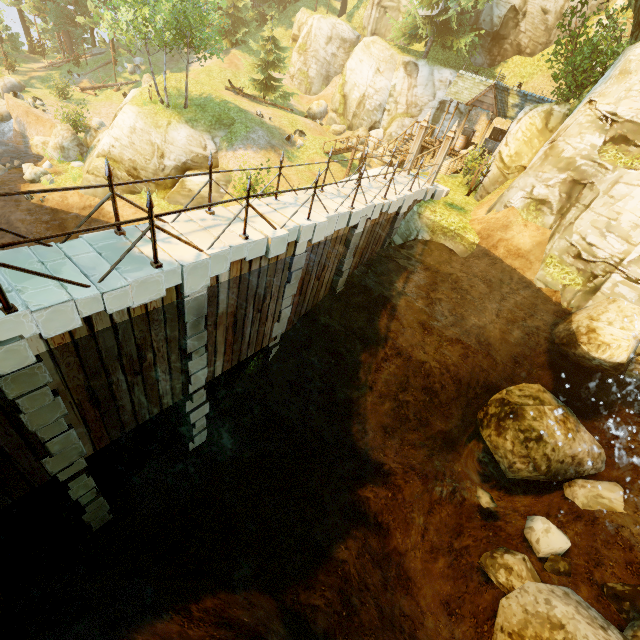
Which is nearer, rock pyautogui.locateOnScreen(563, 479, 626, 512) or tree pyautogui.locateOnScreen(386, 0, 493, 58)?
rock pyautogui.locateOnScreen(563, 479, 626, 512)

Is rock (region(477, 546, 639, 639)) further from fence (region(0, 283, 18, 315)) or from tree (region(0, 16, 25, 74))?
tree (region(0, 16, 25, 74))

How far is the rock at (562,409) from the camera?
11.1m

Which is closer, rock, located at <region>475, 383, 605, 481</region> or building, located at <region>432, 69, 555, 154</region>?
rock, located at <region>475, 383, 605, 481</region>

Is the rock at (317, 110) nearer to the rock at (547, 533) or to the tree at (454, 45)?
the tree at (454, 45)

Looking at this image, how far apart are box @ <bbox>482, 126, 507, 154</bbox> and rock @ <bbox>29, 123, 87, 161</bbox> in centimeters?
3068cm

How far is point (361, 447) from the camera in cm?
1265

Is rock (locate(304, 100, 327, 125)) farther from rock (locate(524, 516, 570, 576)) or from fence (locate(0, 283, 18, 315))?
rock (locate(524, 516, 570, 576))
